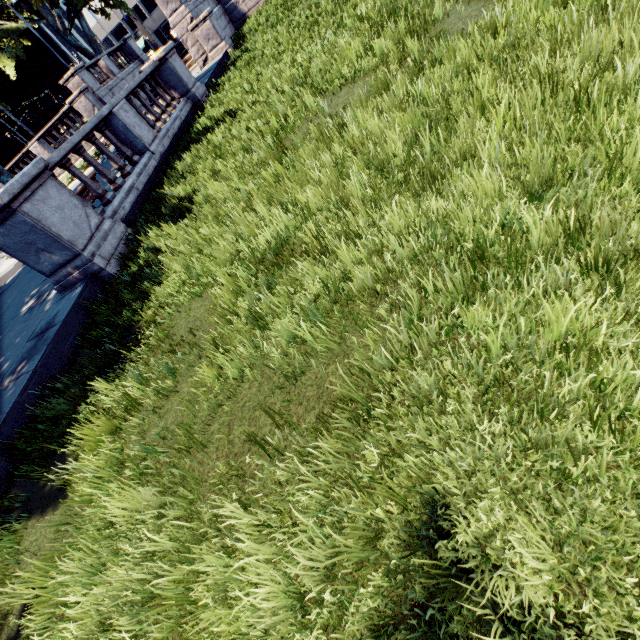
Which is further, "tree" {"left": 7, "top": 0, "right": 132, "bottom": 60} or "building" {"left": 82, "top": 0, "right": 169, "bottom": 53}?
"building" {"left": 82, "top": 0, "right": 169, "bottom": 53}

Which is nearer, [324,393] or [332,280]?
[324,393]

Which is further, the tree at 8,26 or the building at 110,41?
the building at 110,41
